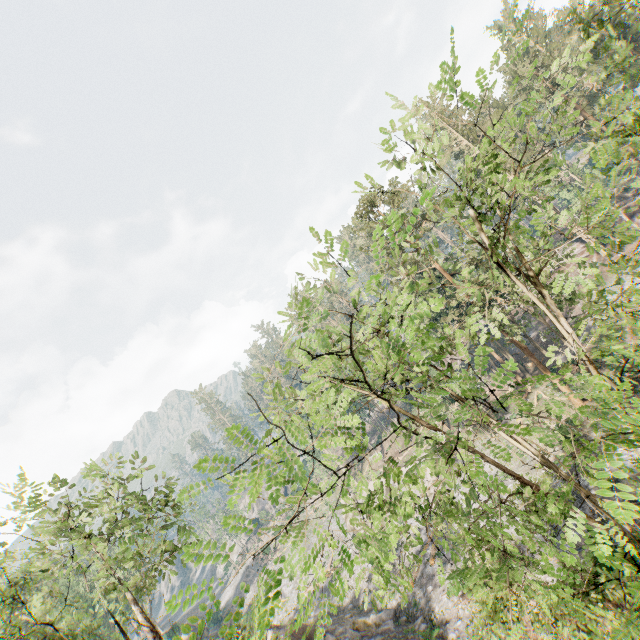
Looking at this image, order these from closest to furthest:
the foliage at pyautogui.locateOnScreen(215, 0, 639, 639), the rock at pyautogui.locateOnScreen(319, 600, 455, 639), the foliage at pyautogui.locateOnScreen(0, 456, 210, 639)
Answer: the foliage at pyautogui.locateOnScreen(215, 0, 639, 639) < the foliage at pyautogui.locateOnScreen(0, 456, 210, 639) < the rock at pyautogui.locateOnScreen(319, 600, 455, 639)

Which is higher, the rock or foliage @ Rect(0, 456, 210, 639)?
foliage @ Rect(0, 456, 210, 639)

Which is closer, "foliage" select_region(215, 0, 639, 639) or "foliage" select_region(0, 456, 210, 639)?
"foliage" select_region(215, 0, 639, 639)

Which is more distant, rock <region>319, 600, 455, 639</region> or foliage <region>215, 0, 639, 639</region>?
rock <region>319, 600, 455, 639</region>

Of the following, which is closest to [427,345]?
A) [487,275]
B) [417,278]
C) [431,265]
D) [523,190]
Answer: [523,190]

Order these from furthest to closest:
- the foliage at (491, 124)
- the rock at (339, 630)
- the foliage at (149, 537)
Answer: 1. the rock at (339, 630)
2. the foliage at (149, 537)
3. the foliage at (491, 124)

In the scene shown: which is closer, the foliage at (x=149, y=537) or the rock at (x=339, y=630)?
the foliage at (x=149, y=537)
